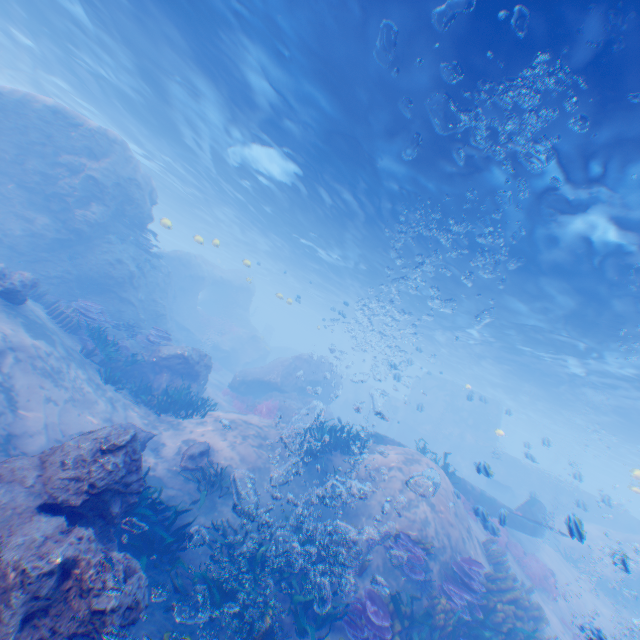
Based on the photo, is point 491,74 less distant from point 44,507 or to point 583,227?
point 583,227

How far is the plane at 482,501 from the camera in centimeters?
1098cm

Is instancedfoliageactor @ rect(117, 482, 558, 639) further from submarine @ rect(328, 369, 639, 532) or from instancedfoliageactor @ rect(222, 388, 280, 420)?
instancedfoliageactor @ rect(222, 388, 280, 420)

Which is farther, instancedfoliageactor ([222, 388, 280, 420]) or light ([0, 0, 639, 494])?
instancedfoliageactor ([222, 388, 280, 420])

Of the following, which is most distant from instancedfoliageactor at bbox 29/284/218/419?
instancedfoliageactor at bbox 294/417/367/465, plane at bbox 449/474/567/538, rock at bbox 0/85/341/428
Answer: plane at bbox 449/474/567/538

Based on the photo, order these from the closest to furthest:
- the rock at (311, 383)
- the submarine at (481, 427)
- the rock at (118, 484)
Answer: the rock at (118, 484)
the rock at (311, 383)
the submarine at (481, 427)

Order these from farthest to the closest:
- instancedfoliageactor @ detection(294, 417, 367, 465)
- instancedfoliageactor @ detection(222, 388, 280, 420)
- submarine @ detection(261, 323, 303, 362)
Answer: submarine @ detection(261, 323, 303, 362) < instancedfoliageactor @ detection(222, 388, 280, 420) < instancedfoliageactor @ detection(294, 417, 367, 465)

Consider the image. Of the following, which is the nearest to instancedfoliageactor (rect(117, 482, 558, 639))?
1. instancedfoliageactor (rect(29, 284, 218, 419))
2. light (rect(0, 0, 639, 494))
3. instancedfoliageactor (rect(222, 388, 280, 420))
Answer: light (rect(0, 0, 639, 494))
